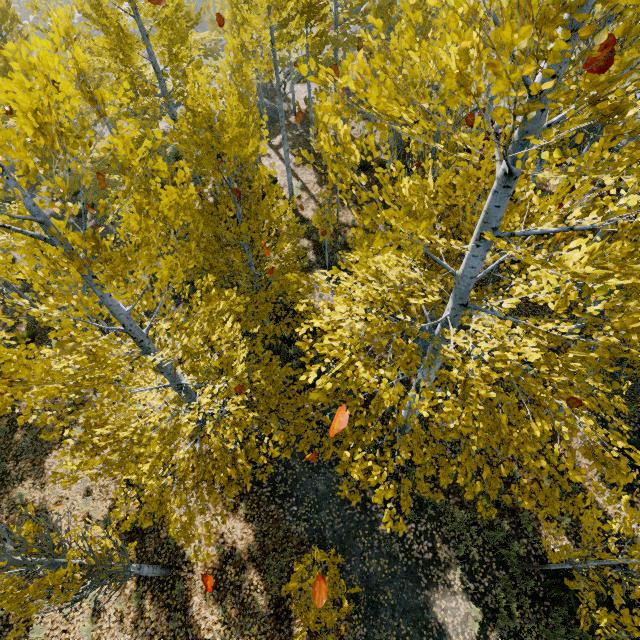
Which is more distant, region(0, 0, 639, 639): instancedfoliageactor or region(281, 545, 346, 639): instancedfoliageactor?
region(281, 545, 346, 639): instancedfoliageactor

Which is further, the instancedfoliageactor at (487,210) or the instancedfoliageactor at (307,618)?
the instancedfoliageactor at (307,618)

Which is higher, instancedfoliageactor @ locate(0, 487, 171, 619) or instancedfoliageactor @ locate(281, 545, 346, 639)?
instancedfoliageactor @ locate(281, 545, 346, 639)

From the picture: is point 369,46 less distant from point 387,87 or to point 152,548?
point 387,87
